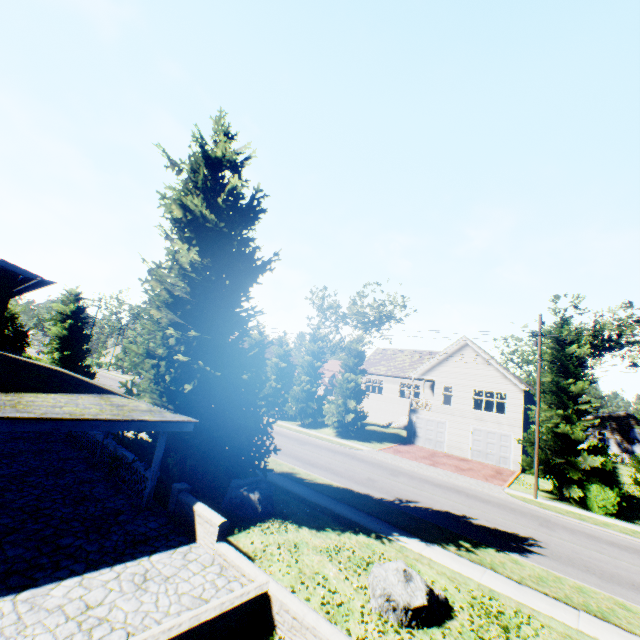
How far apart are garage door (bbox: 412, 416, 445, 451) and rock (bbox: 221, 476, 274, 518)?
23.09m

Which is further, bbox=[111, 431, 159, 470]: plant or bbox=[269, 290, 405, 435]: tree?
bbox=[269, 290, 405, 435]: tree

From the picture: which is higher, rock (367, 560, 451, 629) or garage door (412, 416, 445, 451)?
garage door (412, 416, 445, 451)

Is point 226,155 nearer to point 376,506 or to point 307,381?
point 376,506

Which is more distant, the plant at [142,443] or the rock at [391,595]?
the plant at [142,443]

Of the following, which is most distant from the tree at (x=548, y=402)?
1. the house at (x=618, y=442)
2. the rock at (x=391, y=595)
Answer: the rock at (x=391, y=595)

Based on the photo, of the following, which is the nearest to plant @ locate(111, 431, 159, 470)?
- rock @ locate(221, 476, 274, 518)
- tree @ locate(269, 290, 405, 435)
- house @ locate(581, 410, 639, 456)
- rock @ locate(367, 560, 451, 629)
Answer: rock @ locate(221, 476, 274, 518)

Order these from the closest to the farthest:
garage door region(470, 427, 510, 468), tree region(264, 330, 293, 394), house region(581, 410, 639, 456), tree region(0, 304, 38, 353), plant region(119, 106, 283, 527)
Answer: plant region(119, 106, 283, 527), garage door region(470, 427, 510, 468), tree region(0, 304, 38, 353), tree region(264, 330, 293, 394), house region(581, 410, 639, 456)
